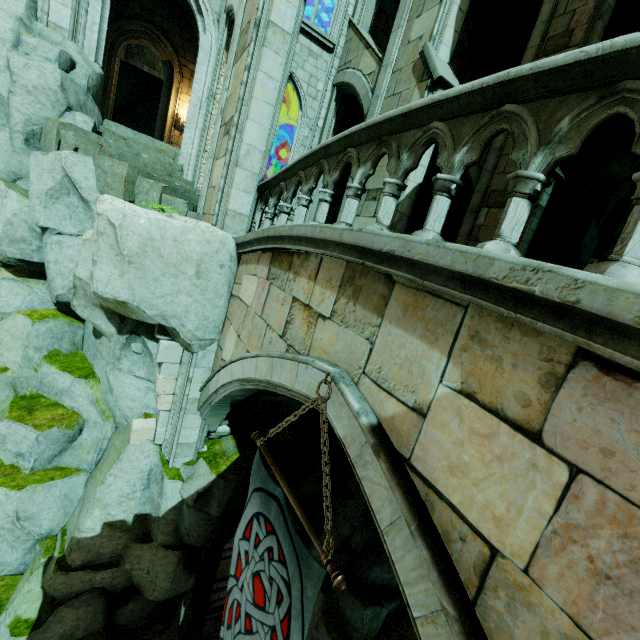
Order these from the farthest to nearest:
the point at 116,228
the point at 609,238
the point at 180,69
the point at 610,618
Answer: the point at 609,238
the point at 180,69
the point at 116,228
the point at 610,618

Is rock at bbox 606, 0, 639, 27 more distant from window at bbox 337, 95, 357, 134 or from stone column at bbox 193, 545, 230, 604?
window at bbox 337, 95, 357, 134

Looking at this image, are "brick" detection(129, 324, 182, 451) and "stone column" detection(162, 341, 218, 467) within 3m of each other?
yes

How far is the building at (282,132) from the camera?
15.5 meters

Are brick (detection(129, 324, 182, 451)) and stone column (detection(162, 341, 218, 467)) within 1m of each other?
yes

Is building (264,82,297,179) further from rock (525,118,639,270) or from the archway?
the archway

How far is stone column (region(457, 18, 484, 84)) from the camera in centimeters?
1413cm

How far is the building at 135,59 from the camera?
20.2 meters
